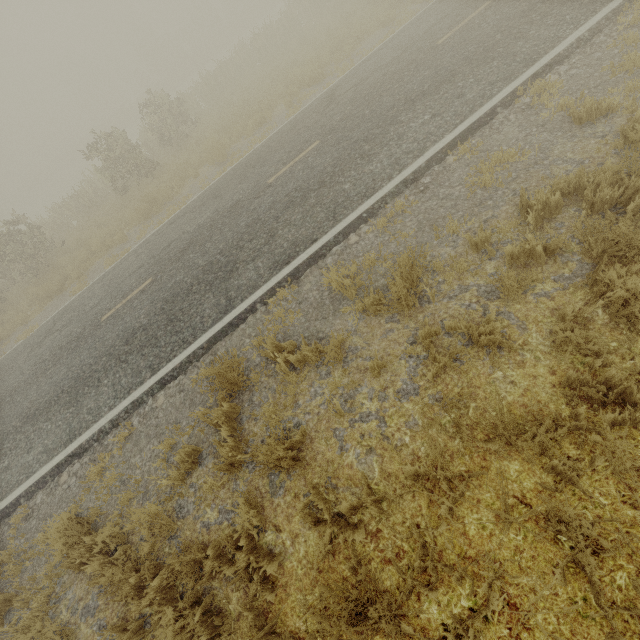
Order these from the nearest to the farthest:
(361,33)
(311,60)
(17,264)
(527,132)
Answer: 1. (527,132)
2. (311,60)
3. (361,33)
4. (17,264)
